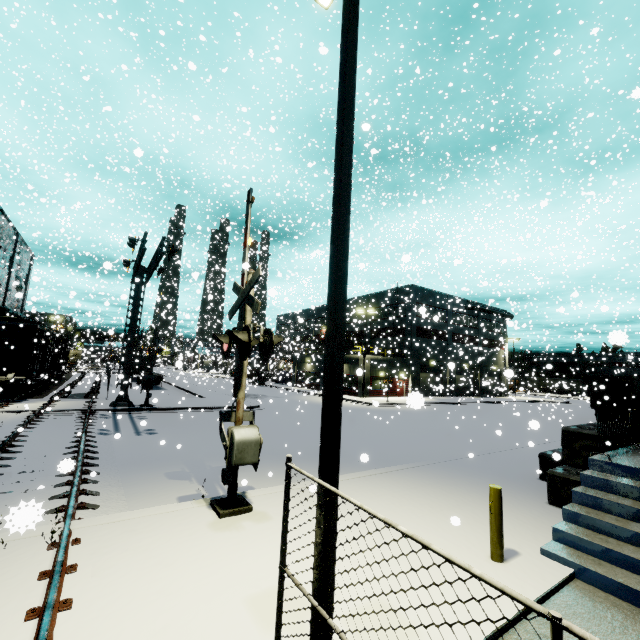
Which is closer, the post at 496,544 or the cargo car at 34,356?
the post at 496,544

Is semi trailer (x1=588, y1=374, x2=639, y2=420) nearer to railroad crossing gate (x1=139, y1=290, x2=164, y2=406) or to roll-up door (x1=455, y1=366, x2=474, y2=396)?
roll-up door (x1=455, y1=366, x2=474, y2=396)

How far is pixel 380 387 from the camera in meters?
38.7

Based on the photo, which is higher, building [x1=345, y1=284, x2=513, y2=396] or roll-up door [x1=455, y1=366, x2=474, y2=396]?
building [x1=345, y1=284, x2=513, y2=396]

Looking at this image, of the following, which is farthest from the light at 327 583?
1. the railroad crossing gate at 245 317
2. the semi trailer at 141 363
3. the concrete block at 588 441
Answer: the semi trailer at 141 363

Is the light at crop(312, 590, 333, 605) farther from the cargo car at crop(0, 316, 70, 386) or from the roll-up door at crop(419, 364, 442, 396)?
the roll-up door at crop(419, 364, 442, 396)

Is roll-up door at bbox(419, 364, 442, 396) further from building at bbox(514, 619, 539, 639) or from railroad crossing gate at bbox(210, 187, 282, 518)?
railroad crossing gate at bbox(210, 187, 282, 518)

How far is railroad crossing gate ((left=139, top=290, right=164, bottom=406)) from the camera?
20.52m
